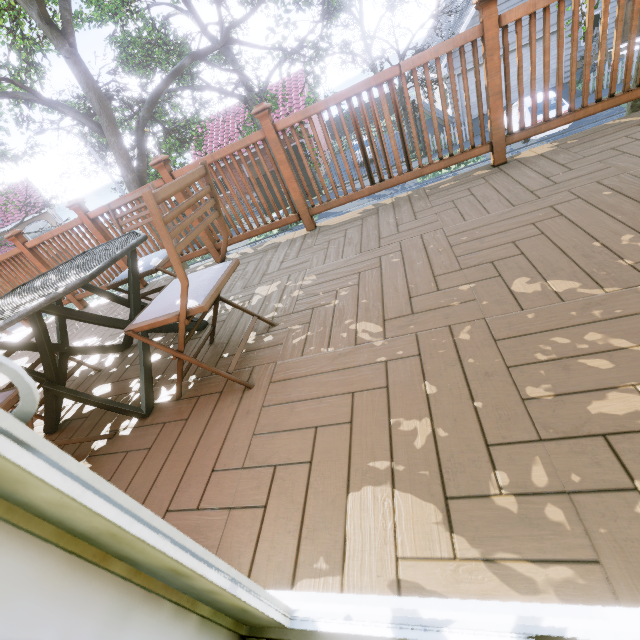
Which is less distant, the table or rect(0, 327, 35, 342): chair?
the table

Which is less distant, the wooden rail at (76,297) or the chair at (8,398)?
the chair at (8,398)

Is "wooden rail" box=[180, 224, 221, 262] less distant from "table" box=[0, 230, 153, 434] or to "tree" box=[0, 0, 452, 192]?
"table" box=[0, 230, 153, 434]

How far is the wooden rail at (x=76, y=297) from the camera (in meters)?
4.05

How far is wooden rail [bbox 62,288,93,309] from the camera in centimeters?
405cm

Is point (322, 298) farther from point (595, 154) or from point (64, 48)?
point (64, 48)

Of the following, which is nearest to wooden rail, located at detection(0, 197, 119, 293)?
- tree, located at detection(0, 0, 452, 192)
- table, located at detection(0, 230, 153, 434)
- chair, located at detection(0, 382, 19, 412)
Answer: table, located at detection(0, 230, 153, 434)

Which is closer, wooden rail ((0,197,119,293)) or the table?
the table
